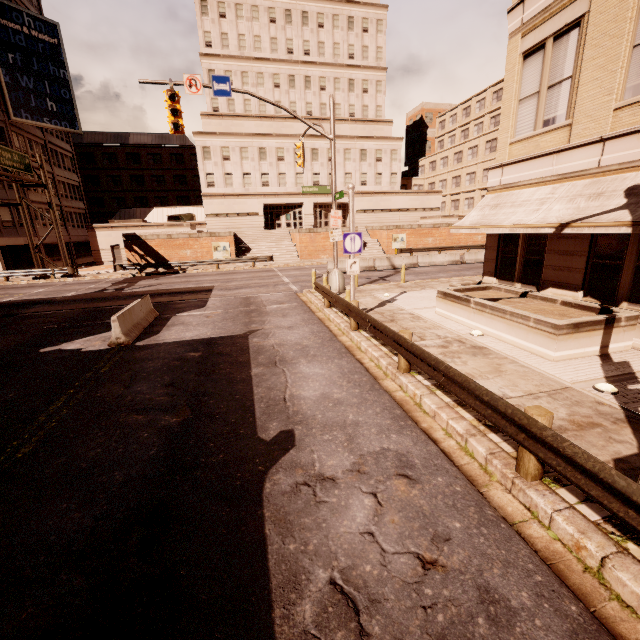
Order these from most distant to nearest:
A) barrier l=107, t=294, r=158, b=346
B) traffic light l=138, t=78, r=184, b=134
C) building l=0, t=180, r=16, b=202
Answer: building l=0, t=180, r=16, b=202 < traffic light l=138, t=78, r=184, b=134 < barrier l=107, t=294, r=158, b=346

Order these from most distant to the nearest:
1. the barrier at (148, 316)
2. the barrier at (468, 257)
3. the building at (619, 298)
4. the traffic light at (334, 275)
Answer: the barrier at (468, 257) < the traffic light at (334, 275) < the barrier at (148, 316) < the building at (619, 298)

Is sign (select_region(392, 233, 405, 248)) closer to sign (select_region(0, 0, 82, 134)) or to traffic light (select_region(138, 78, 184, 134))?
traffic light (select_region(138, 78, 184, 134))

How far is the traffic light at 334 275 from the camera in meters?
16.9

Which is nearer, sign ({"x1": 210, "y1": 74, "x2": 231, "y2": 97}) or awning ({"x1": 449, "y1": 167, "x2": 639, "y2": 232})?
awning ({"x1": 449, "y1": 167, "x2": 639, "y2": 232})

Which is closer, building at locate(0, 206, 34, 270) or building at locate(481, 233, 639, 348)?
building at locate(481, 233, 639, 348)

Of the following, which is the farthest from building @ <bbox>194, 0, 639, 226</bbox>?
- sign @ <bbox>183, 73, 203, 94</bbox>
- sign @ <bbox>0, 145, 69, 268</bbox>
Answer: sign @ <bbox>183, 73, 203, 94</bbox>

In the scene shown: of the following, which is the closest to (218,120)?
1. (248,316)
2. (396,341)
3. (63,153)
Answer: (63,153)
